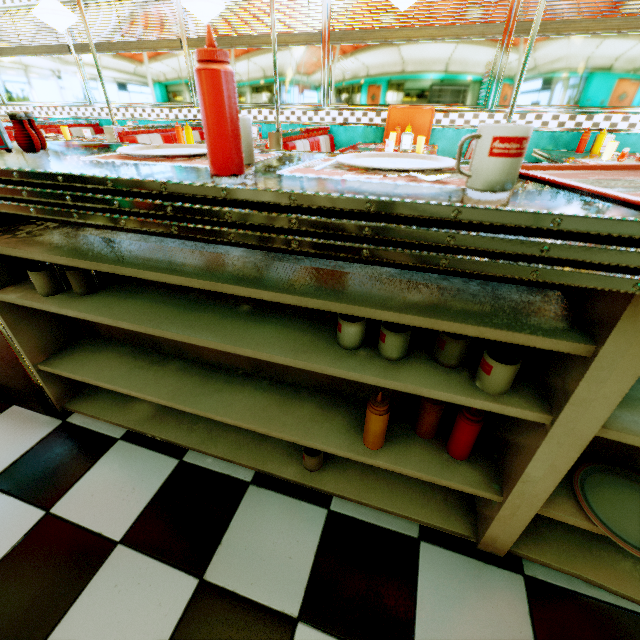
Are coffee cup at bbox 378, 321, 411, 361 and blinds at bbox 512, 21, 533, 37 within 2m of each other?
no

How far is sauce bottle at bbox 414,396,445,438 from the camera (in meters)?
1.04

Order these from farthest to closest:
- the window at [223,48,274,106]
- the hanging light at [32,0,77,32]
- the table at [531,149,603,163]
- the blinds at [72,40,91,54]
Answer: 1. the blinds at [72,40,91,54]
2. the window at [223,48,274,106]
3. the hanging light at [32,0,77,32]
4. the table at [531,149,603,163]

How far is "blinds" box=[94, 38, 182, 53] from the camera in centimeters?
438cm

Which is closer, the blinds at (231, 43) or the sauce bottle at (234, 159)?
the sauce bottle at (234, 159)

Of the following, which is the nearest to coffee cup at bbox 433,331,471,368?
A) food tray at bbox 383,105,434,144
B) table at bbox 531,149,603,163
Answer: table at bbox 531,149,603,163

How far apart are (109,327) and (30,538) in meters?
0.8

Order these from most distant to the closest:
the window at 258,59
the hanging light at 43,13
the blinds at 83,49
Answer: the blinds at 83,49, the window at 258,59, the hanging light at 43,13
